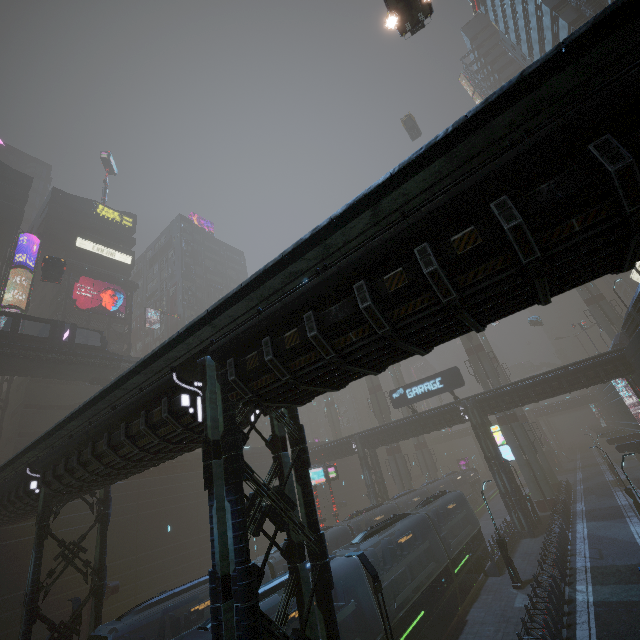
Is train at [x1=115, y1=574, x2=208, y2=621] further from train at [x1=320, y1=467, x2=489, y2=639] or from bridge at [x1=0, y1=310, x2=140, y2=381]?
bridge at [x1=0, y1=310, x2=140, y2=381]

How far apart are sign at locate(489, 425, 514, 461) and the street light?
10.2m

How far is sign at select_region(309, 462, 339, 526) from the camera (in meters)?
30.06

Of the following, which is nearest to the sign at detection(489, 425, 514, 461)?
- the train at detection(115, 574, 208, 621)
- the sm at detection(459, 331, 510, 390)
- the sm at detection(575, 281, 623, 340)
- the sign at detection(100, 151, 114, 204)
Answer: the sm at detection(459, 331, 510, 390)

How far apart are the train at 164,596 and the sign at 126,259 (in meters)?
47.89

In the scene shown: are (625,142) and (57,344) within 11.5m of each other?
no

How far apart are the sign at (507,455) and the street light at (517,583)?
10.2m

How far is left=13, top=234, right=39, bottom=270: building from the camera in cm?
4147
